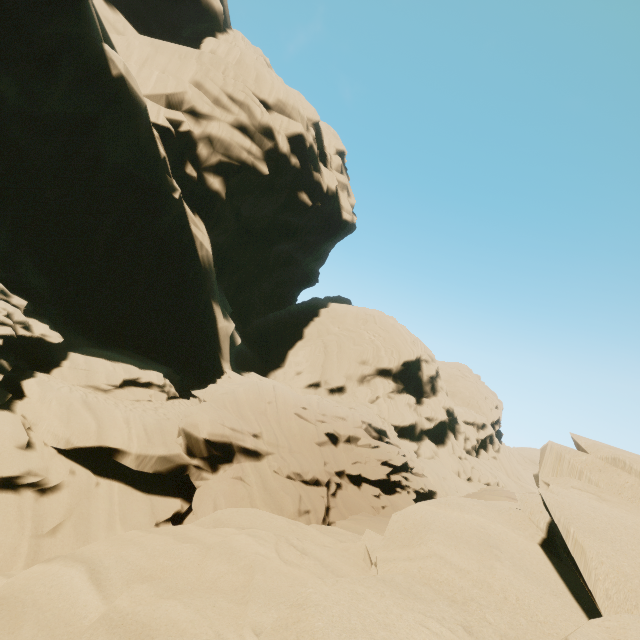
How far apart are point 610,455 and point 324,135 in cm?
4968
